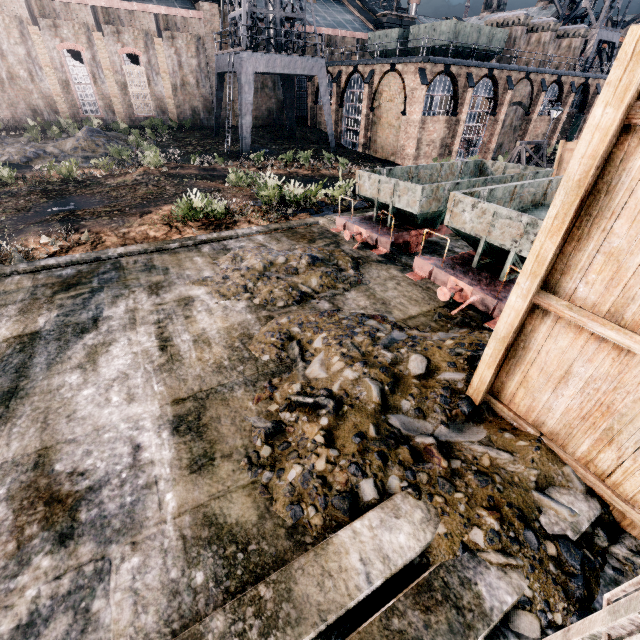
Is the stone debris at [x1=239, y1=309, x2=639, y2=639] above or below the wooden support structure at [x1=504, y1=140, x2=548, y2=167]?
below

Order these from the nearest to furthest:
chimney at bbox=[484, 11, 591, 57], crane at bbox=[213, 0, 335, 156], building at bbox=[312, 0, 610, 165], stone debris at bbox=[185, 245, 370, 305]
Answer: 1. stone debris at bbox=[185, 245, 370, 305]
2. crane at bbox=[213, 0, 335, 156]
3. building at bbox=[312, 0, 610, 165]
4. chimney at bbox=[484, 11, 591, 57]

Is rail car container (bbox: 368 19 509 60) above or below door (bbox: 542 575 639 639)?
above

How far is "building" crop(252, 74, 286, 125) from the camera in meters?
Result: 39.1

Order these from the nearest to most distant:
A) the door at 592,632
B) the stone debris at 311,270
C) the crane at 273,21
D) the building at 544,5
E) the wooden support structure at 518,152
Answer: the door at 592,632, the stone debris at 311,270, the wooden support structure at 518,152, the crane at 273,21, the building at 544,5

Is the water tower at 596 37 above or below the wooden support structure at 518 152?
above

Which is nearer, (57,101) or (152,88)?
(57,101)

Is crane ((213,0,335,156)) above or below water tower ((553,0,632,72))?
below
